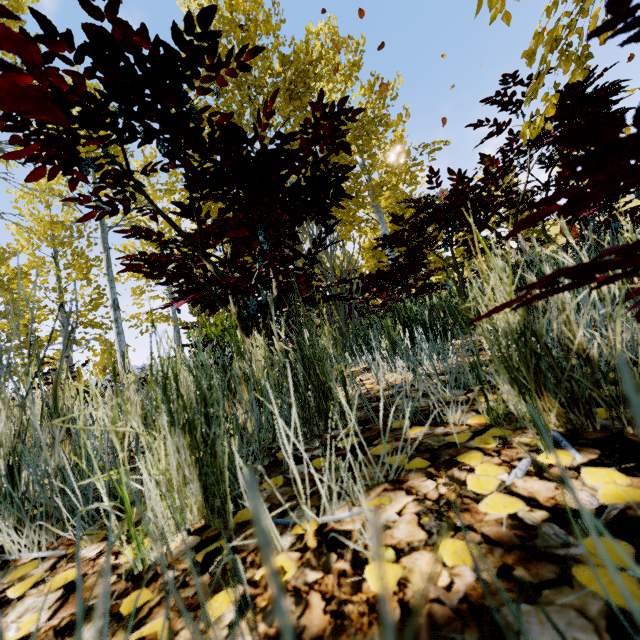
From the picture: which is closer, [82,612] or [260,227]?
[82,612]
